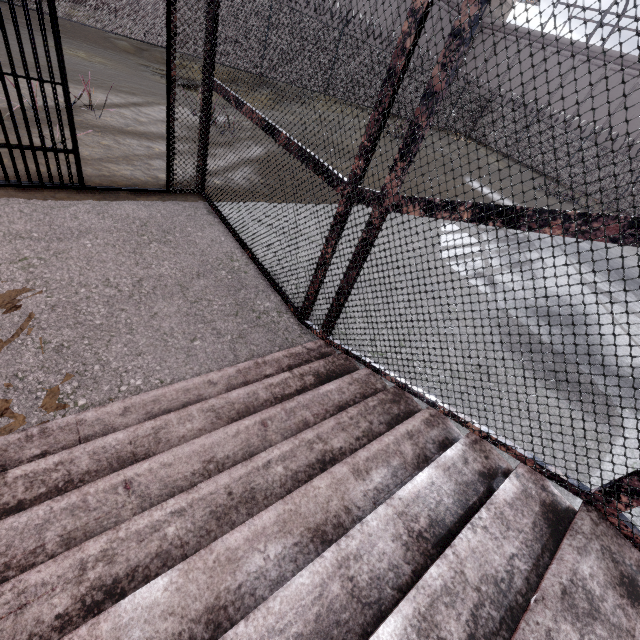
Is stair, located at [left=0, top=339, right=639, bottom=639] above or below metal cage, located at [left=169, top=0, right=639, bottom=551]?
below

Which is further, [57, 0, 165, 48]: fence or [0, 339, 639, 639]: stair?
[57, 0, 165, 48]: fence

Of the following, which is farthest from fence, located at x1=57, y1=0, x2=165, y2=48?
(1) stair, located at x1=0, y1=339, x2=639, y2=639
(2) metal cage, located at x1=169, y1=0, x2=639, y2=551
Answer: (1) stair, located at x1=0, y1=339, x2=639, y2=639

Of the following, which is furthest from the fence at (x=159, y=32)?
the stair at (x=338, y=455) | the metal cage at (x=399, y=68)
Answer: the stair at (x=338, y=455)

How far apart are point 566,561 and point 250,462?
1.6m

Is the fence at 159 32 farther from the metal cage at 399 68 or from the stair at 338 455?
the stair at 338 455

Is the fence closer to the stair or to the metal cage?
the metal cage
